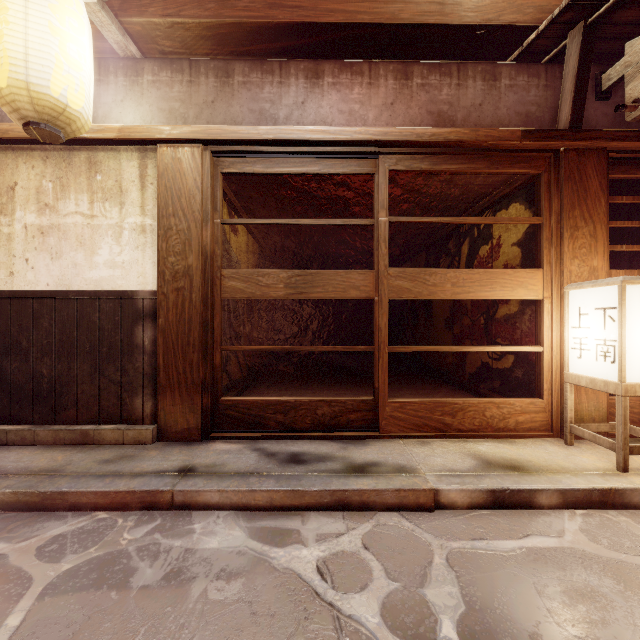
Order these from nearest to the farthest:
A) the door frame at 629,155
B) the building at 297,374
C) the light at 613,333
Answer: the light at 613,333 < the door frame at 629,155 < the building at 297,374

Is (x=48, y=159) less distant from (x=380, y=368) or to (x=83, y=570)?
(x=83, y=570)

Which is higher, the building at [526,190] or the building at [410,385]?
the building at [526,190]

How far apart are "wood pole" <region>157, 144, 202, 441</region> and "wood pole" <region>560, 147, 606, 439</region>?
6.3 meters

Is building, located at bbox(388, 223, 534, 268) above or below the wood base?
below

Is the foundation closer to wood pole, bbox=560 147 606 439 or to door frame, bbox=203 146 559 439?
door frame, bbox=203 146 559 439

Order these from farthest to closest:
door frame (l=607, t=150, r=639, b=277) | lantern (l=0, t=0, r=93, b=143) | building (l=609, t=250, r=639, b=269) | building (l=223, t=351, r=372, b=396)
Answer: building (l=609, t=250, r=639, b=269) → building (l=223, t=351, r=372, b=396) → door frame (l=607, t=150, r=639, b=277) → lantern (l=0, t=0, r=93, b=143)

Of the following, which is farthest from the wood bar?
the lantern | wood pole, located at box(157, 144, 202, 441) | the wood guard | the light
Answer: the light
